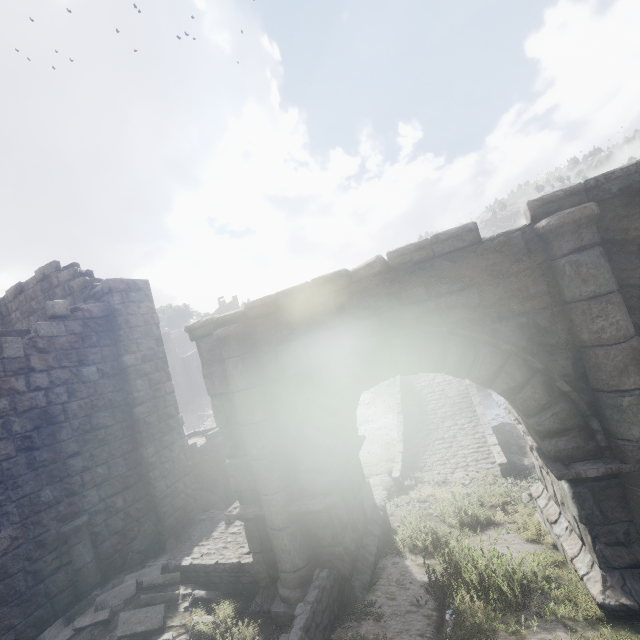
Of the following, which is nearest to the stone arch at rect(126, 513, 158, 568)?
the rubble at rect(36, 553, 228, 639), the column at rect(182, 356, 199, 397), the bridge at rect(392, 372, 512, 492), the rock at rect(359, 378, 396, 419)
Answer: the rubble at rect(36, 553, 228, 639)

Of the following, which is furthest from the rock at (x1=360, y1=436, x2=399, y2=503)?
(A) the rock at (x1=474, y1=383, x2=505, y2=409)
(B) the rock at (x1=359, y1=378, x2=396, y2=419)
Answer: (B) the rock at (x1=359, y1=378, x2=396, y2=419)

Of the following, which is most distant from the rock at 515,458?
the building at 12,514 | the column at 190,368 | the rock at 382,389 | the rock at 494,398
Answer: the column at 190,368

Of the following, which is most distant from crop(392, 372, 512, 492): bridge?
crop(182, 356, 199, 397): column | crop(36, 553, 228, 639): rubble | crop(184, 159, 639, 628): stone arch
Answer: crop(182, 356, 199, 397): column

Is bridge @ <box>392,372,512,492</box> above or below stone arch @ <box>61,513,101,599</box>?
below

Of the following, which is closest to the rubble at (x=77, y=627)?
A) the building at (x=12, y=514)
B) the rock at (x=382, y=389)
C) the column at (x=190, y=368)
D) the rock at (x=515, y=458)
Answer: the building at (x=12, y=514)

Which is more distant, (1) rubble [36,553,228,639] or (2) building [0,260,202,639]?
(2) building [0,260,202,639]

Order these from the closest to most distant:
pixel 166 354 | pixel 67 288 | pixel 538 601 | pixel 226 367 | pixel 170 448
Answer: pixel 538 601
pixel 226 367
pixel 170 448
pixel 67 288
pixel 166 354
